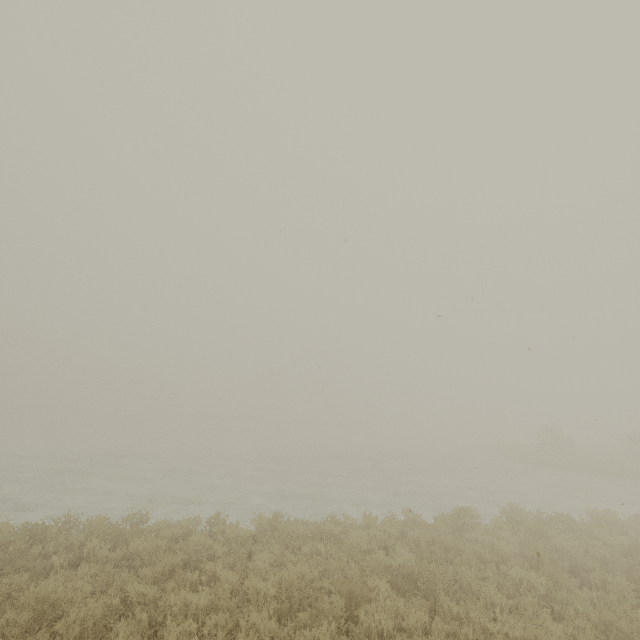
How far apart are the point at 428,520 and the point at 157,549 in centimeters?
750cm
